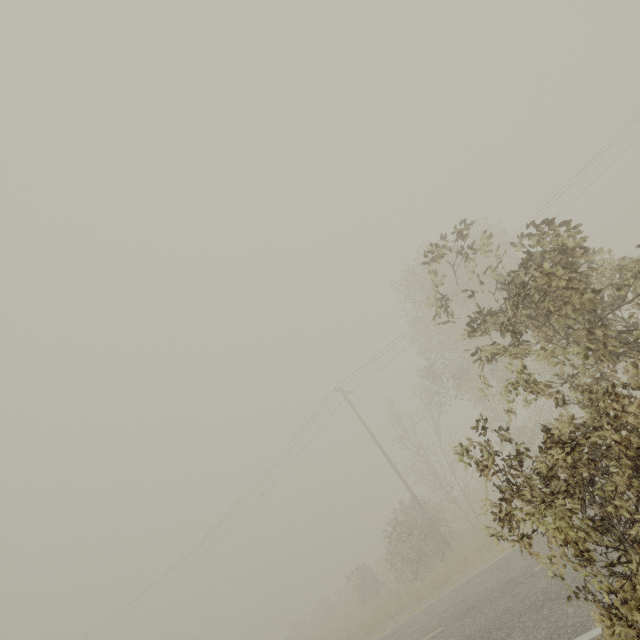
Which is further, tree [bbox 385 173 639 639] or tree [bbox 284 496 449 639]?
tree [bbox 284 496 449 639]

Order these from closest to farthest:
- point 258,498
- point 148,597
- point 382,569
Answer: point 382,569 < point 258,498 < point 148,597

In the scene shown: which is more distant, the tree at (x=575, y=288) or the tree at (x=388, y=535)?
the tree at (x=388, y=535)
